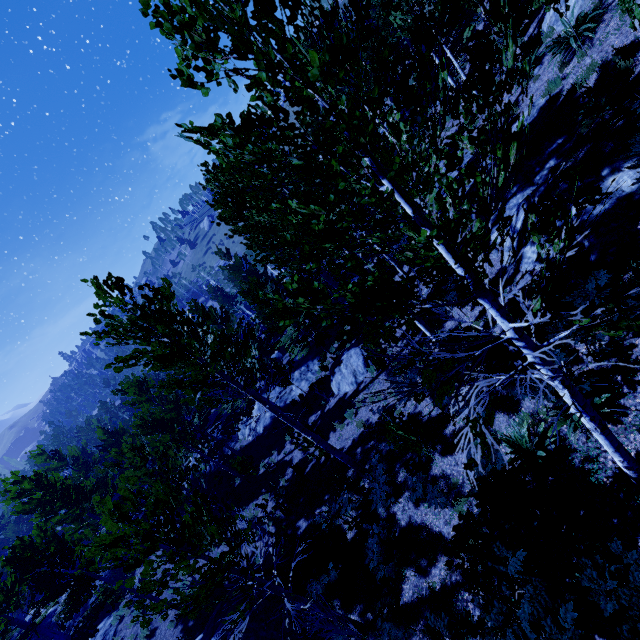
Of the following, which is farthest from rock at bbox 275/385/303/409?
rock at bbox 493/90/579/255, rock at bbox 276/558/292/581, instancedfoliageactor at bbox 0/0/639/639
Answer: rock at bbox 493/90/579/255

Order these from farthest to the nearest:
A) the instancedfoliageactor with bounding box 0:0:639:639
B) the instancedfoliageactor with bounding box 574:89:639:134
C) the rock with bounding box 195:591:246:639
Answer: the rock with bounding box 195:591:246:639, the instancedfoliageactor with bounding box 574:89:639:134, the instancedfoliageactor with bounding box 0:0:639:639

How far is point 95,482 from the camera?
16.9m

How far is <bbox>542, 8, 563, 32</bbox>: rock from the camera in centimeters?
1104cm

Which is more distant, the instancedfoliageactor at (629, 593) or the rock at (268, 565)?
the rock at (268, 565)

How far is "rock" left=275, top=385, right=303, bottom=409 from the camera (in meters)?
22.97

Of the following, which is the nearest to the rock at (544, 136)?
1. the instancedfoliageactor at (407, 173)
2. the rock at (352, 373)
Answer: the instancedfoliageactor at (407, 173)
